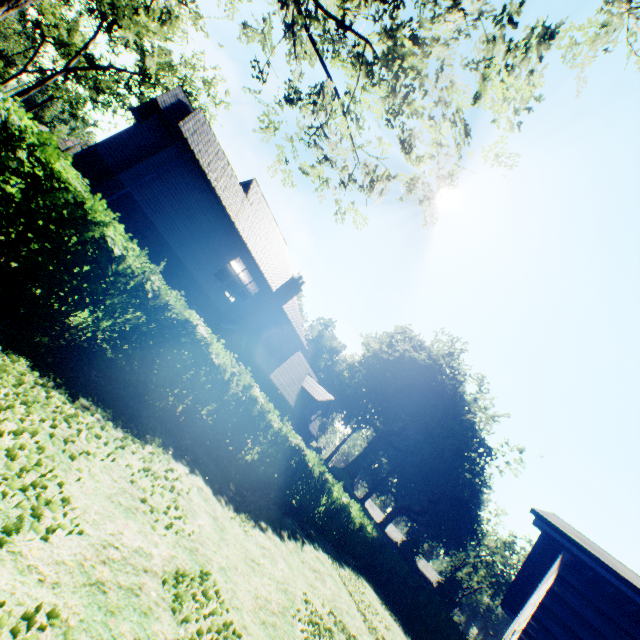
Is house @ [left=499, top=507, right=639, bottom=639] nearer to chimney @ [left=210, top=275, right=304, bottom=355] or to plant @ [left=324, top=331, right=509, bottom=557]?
chimney @ [left=210, top=275, right=304, bottom=355]

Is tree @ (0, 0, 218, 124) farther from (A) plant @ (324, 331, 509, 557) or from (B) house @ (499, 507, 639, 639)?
(B) house @ (499, 507, 639, 639)

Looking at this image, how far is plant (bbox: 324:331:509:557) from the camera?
41.3 meters

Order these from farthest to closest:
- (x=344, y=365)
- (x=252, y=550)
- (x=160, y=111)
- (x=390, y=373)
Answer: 1. (x=344, y=365)
2. (x=390, y=373)
3. (x=160, y=111)
4. (x=252, y=550)

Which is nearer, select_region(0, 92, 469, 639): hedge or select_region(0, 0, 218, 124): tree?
select_region(0, 92, 469, 639): hedge

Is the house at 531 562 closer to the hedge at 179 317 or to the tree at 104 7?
the hedge at 179 317

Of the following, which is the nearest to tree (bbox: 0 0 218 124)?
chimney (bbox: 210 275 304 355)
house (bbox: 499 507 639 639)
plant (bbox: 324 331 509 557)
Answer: Answer: plant (bbox: 324 331 509 557)

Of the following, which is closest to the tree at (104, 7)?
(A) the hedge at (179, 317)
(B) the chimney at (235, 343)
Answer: (A) the hedge at (179, 317)
